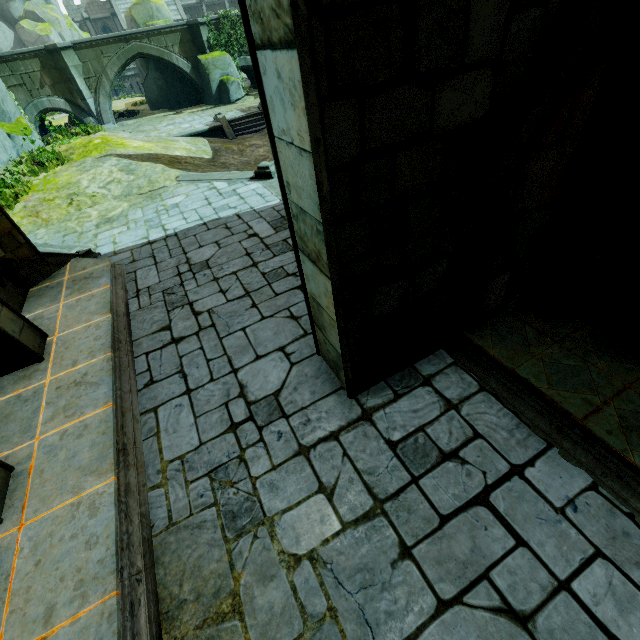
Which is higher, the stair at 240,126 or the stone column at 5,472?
the stone column at 5,472

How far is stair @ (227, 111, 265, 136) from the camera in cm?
1995

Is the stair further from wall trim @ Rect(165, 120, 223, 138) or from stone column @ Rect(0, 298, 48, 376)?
stone column @ Rect(0, 298, 48, 376)

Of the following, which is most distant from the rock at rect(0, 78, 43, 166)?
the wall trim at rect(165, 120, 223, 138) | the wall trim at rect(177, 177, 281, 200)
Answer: the wall trim at rect(177, 177, 281, 200)

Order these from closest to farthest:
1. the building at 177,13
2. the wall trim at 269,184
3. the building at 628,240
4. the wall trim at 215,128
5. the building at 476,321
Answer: the building at 476,321, the building at 628,240, the wall trim at 269,184, the wall trim at 215,128, the building at 177,13

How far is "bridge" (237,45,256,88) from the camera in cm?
2547

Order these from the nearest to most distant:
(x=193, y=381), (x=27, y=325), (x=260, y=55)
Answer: (x=260, y=55), (x=193, y=381), (x=27, y=325)

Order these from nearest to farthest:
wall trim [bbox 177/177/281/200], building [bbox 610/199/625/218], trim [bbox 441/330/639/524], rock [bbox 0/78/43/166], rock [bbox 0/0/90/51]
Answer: trim [bbox 441/330/639/524] → building [bbox 610/199/625/218] → wall trim [bbox 177/177/281/200] → rock [bbox 0/78/43/166] → rock [bbox 0/0/90/51]
